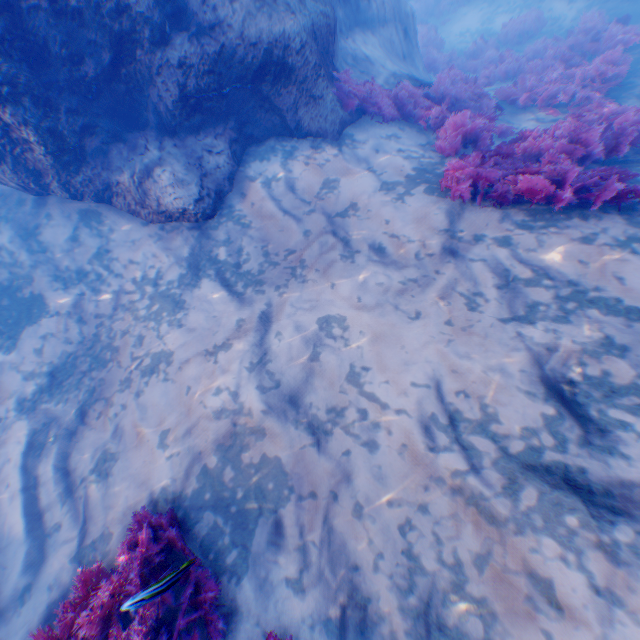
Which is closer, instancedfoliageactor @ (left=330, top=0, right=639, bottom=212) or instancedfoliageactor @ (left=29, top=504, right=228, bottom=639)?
instancedfoliageactor @ (left=29, top=504, right=228, bottom=639)

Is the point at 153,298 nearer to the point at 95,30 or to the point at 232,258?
the point at 232,258

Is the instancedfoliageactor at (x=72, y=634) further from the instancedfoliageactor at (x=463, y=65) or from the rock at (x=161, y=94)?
the instancedfoliageactor at (x=463, y=65)

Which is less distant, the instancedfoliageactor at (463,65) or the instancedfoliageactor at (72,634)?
the instancedfoliageactor at (72,634)

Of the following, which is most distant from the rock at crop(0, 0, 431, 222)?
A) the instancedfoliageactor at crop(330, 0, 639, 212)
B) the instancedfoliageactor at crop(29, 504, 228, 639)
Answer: the instancedfoliageactor at crop(29, 504, 228, 639)

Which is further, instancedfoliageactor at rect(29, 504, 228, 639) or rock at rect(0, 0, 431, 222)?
rock at rect(0, 0, 431, 222)
